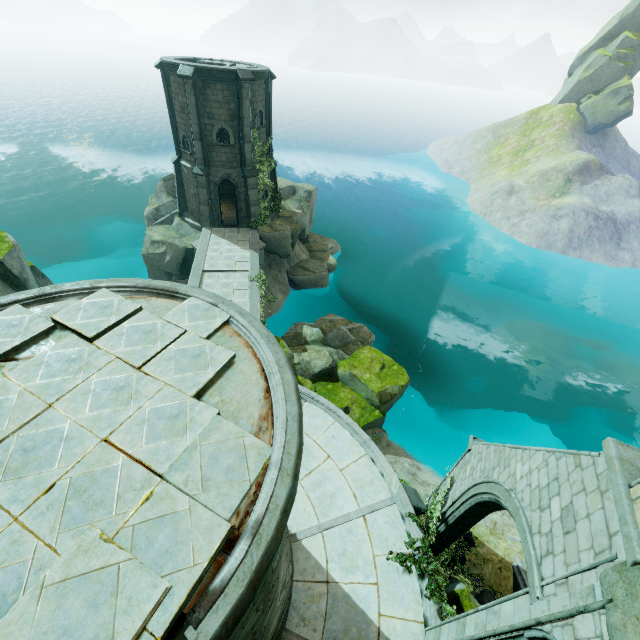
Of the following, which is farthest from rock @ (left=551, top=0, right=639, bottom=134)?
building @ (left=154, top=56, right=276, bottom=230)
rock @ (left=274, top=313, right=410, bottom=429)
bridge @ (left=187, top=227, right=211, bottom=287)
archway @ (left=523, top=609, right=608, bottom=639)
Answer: archway @ (left=523, top=609, right=608, bottom=639)

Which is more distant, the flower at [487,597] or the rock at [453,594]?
the flower at [487,597]

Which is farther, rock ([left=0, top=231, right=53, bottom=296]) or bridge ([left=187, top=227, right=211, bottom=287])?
bridge ([left=187, top=227, right=211, bottom=287])

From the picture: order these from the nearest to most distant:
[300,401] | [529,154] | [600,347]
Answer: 1. [300,401]
2. [600,347]
3. [529,154]

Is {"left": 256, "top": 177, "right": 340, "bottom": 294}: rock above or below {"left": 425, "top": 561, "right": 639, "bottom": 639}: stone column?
below

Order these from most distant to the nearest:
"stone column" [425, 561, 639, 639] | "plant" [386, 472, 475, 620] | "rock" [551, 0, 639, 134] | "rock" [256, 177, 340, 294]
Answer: "rock" [551, 0, 639, 134], "rock" [256, 177, 340, 294], "plant" [386, 472, 475, 620], "stone column" [425, 561, 639, 639]

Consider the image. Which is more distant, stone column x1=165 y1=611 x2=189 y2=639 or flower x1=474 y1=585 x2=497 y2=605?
flower x1=474 y1=585 x2=497 y2=605

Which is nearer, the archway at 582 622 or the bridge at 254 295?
the archway at 582 622
